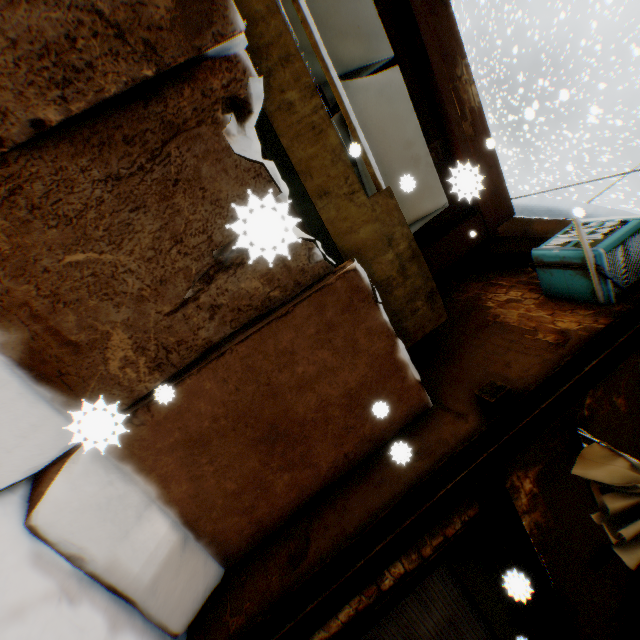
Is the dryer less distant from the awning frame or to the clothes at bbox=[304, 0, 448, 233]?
the clothes at bbox=[304, 0, 448, 233]

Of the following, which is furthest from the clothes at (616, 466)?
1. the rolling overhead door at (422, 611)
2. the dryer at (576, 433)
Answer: the rolling overhead door at (422, 611)

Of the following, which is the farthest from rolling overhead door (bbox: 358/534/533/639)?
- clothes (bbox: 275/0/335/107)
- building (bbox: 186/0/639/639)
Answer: clothes (bbox: 275/0/335/107)

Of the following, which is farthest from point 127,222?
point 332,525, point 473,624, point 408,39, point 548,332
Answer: point 473,624

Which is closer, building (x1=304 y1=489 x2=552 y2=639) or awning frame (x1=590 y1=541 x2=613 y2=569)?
building (x1=304 y1=489 x2=552 y2=639)

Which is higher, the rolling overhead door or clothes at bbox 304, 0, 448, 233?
clothes at bbox 304, 0, 448, 233

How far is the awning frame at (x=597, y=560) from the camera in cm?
399

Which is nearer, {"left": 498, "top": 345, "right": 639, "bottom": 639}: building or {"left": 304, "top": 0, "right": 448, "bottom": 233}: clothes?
{"left": 498, "top": 345, "right": 639, "bottom": 639}: building
